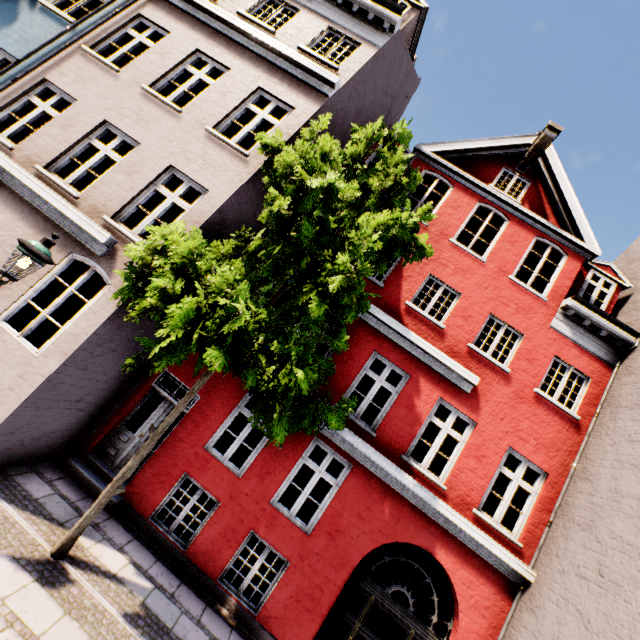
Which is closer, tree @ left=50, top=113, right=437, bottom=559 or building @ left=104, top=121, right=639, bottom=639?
tree @ left=50, top=113, right=437, bottom=559

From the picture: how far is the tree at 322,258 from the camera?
4.4m

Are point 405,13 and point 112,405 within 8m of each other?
no

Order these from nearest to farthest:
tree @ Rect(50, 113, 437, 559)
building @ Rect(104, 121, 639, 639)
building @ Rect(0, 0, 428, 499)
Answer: tree @ Rect(50, 113, 437, 559), building @ Rect(0, 0, 428, 499), building @ Rect(104, 121, 639, 639)

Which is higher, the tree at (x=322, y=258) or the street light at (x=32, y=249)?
the tree at (x=322, y=258)

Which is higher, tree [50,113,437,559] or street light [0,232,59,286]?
tree [50,113,437,559]

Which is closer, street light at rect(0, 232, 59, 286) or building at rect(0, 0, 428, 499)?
street light at rect(0, 232, 59, 286)
